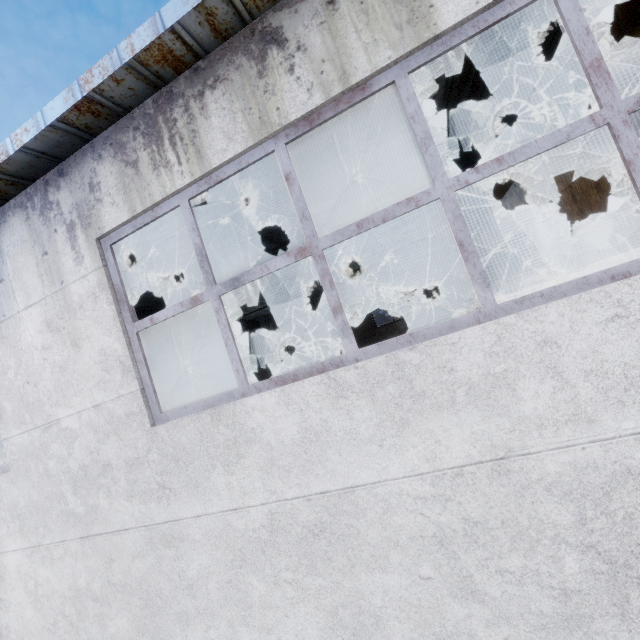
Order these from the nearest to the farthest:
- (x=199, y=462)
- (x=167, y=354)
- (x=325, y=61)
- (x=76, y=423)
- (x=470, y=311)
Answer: (x=325, y=61) < (x=199, y=462) < (x=76, y=423) < (x=167, y=354) < (x=470, y=311)

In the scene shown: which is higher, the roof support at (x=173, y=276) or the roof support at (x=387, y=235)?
the roof support at (x=173, y=276)

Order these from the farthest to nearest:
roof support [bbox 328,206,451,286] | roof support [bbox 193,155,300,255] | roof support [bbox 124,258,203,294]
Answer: roof support [bbox 124,258,203,294]
roof support [bbox 328,206,451,286]
roof support [bbox 193,155,300,255]

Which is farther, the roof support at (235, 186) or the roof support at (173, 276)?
the roof support at (173, 276)

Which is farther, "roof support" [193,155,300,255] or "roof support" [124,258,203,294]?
"roof support" [124,258,203,294]

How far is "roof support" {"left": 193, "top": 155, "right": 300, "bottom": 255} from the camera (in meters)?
5.04
